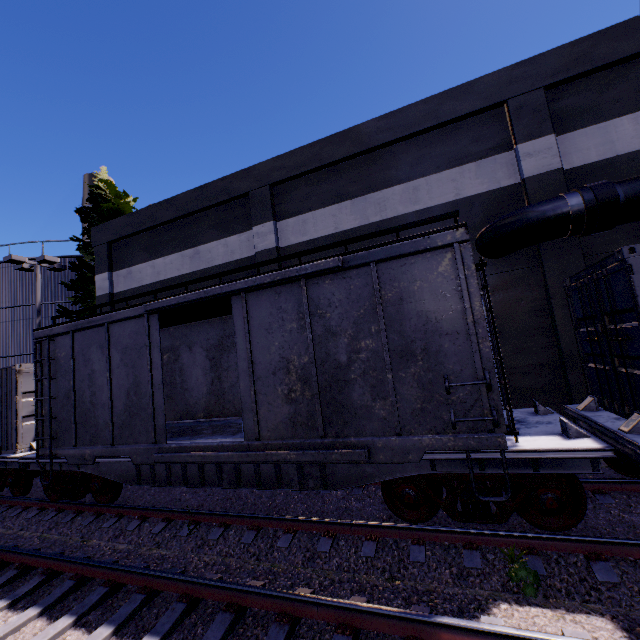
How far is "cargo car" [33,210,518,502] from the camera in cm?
498

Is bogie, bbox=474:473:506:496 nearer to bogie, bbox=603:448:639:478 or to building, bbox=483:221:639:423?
bogie, bbox=603:448:639:478

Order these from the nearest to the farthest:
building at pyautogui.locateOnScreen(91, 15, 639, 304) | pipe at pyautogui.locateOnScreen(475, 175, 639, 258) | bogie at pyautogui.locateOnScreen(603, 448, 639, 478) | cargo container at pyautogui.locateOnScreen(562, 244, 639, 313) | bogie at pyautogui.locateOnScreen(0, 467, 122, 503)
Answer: cargo container at pyautogui.locateOnScreen(562, 244, 639, 313) → bogie at pyautogui.locateOnScreen(603, 448, 639, 478) → pipe at pyautogui.locateOnScreen(475, 175, 639, 258) → bogie at pyautogui.locateOnScreen(0, 467, 122, 503) → building at pyautogui.locateOnScreen(91, 15, 639, 304)

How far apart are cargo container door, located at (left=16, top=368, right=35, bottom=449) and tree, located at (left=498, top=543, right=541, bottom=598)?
12.5 meters

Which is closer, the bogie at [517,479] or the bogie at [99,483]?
the bogie at [517,479]

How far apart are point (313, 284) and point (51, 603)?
6.3 meters

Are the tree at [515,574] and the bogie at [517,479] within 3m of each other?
yes

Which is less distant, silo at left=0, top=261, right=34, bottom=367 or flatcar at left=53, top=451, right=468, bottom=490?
flatcar at left=53, top=451, right=468, bottom=490
